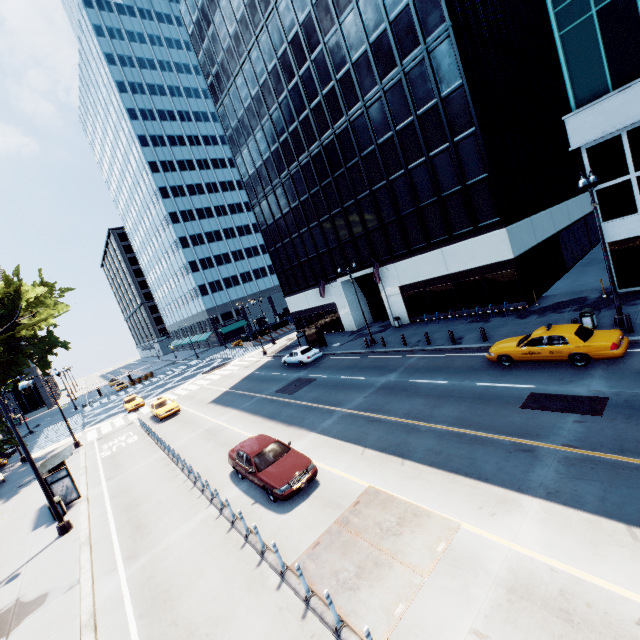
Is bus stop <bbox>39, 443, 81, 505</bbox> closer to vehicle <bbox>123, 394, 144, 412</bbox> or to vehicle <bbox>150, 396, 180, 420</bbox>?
vehicle <bbox>150, 396, 180, 420</bbox>

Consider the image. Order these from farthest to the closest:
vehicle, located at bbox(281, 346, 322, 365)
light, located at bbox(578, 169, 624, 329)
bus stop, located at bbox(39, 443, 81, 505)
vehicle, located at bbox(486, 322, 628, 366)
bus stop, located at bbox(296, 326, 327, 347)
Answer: bus stop, located at bbox(296, 326, 327, 347), vehicle, located at bbox(281, 346, 322, 365), bus stop, located at bbox(39, 443, 81, 505), light, located at bbox(578, 169, 624, 329), vehicle, located at bbox(486, 322, 628, 366)

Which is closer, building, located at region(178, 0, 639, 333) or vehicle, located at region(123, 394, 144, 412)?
building, located at region(178, 0, 639, 333)

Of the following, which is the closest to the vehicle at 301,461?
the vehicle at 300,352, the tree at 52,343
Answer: the vehicle at 300,352

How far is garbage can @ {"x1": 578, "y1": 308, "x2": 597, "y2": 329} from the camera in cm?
1591

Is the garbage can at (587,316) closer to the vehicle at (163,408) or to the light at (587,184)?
the light at (587,184)

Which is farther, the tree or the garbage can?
the tree

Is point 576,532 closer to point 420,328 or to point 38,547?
point 38,547
